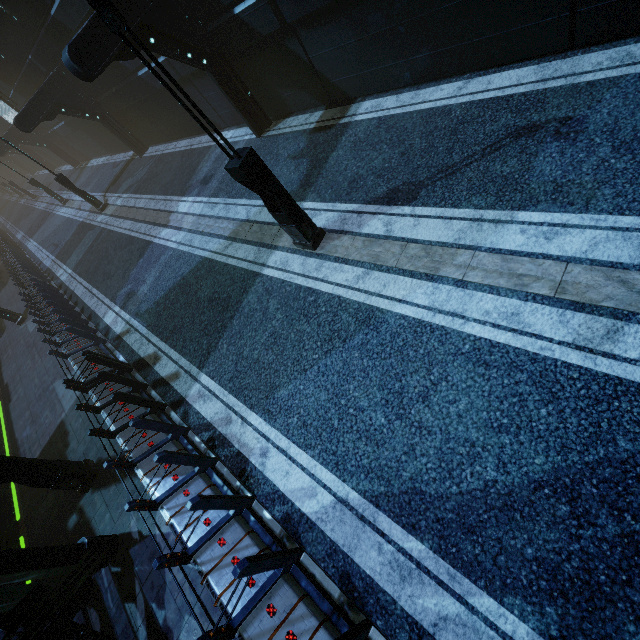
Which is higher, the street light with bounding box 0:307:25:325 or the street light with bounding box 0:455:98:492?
the street light with bounding box 0:307:25:325

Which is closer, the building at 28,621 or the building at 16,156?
the building at 28,621

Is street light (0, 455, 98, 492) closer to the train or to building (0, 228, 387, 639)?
building (0, 228, 387, 639)

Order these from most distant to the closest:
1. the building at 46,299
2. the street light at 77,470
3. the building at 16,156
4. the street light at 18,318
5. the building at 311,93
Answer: the building at 16,156
the street light at 18,318
the street light at 77,470
the building at 311,93
the building at 46,299

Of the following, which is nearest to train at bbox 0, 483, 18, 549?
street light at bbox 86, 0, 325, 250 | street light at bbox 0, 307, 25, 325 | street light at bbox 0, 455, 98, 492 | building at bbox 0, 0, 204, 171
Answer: building at bbox 0, 0, 204, 171

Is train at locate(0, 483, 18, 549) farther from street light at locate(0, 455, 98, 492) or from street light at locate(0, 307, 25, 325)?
street light at locate(0, 307, 25, 325)

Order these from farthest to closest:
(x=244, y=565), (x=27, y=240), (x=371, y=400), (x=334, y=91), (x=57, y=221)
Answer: (x=27, y=240) < (x=57, y=221) < (x=334, y=91) < (x=371, y=400) < (x=244, y=565)

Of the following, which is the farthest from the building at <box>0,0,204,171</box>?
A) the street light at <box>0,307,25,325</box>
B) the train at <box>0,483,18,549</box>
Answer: the street light at <box>0,307,25,325</box>
